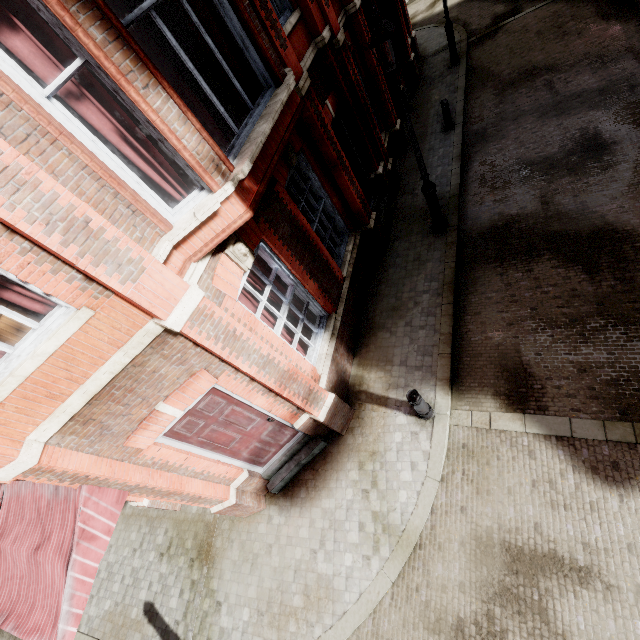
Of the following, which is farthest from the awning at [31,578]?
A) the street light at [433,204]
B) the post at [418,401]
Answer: the street light at [433,204]

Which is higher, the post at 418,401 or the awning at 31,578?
the awning at 31,578

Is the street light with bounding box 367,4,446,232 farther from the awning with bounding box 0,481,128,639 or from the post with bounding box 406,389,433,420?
the awning with bounding box 0,481,128,639

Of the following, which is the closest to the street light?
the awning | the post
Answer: the post

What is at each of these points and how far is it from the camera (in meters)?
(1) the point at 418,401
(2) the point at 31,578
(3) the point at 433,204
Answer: (1) post, 5.51
(2) awning, 4.51
(3) street light, 7.83

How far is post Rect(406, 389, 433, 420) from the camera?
5.46m

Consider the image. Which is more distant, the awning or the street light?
the street light
